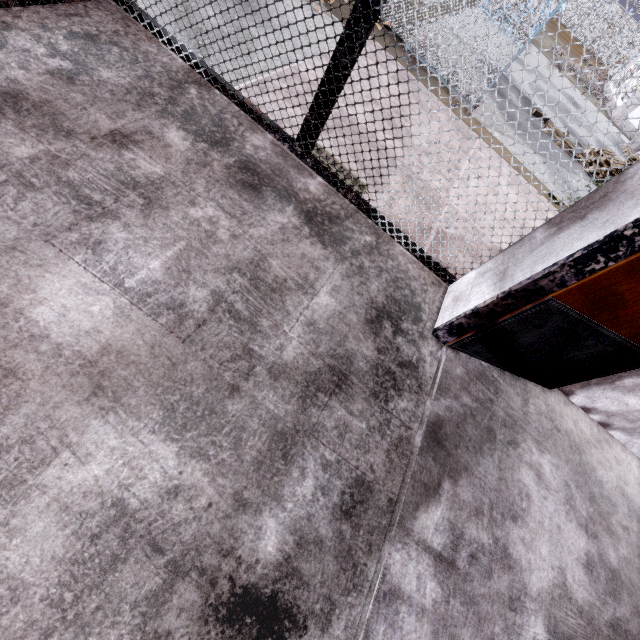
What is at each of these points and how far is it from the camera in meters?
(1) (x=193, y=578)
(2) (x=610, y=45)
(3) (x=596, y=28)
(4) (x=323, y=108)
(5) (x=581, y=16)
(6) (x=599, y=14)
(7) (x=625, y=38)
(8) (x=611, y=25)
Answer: (1) stair, 1.0 m
(2) fence, 26.0 m
(3) fence, 25.7 m
(4) metal cage, 1.9 m
(5) fence, 25.6 m
(6) fence, 25.1 m
(7) fence, 25.3 m
(8) fence, 25.2 m

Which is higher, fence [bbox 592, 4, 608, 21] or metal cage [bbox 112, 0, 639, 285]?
fence [bbox 592, 4, 608, 21]

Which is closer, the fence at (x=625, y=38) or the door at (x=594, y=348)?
the door at (x=594, y=348)

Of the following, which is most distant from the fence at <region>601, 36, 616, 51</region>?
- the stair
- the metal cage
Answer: the stair

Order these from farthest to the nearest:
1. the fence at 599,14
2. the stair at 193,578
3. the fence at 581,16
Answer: the fence at 581,16, the fence at 599,14, the stair at 193,578

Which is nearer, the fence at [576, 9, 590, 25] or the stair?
the stair

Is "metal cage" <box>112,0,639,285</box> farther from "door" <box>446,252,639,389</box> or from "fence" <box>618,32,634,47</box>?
"fence" <box>618,32,634,47</box>
